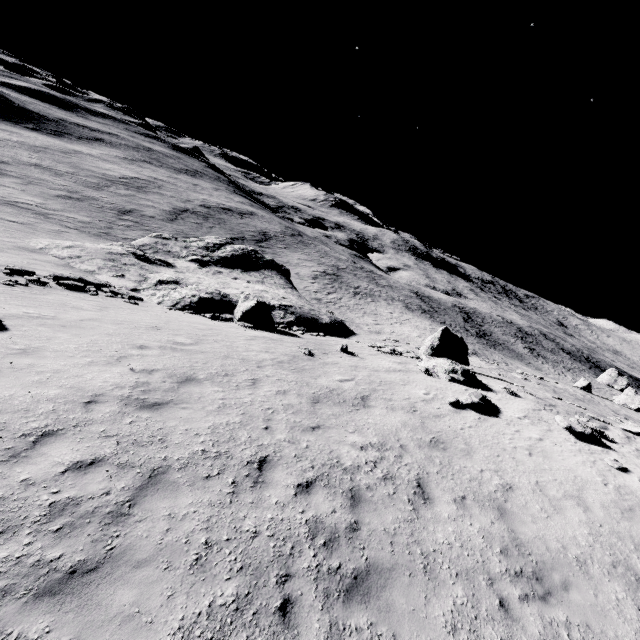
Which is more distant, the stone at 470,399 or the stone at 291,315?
the stone at 291,315

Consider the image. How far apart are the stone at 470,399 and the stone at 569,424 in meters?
2.7 m

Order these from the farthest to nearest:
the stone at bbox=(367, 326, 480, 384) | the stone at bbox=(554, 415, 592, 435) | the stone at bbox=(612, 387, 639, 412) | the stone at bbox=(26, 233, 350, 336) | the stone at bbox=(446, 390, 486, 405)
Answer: the stone at bbox=(612, 387, 639, 412) < the stone at bbox=(26, 233, 350, 336) < the stone at bbox=(367, 326, 480, 384) < the stone at bbox=(446, 390, 486, 405) < the stone at bbox=(554, 415, 592, 435)

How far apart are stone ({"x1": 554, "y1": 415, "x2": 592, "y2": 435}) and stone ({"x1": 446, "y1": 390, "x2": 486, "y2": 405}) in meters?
2.7 m

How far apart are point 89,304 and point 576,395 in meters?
44.1 m

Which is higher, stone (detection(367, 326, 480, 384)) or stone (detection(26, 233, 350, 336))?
stone (detection(367, 326, 480, 384))

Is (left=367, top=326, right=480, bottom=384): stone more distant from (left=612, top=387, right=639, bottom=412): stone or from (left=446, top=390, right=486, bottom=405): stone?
(left=612, top=387, right=639, bottom=412): stone
